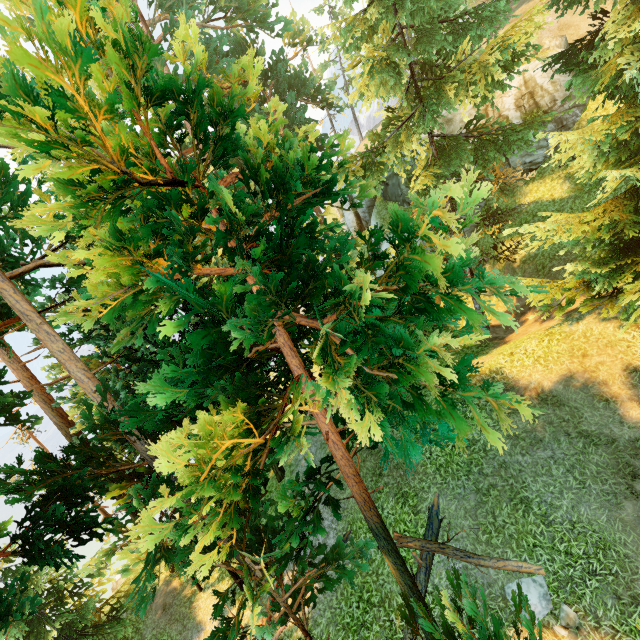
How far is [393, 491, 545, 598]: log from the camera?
8.3m

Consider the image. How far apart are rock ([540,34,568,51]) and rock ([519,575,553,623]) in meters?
28.7 m

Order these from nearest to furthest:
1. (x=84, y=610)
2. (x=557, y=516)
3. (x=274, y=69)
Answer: (x=557, y=516)
(x=84, y=610)
(x=274, y=69)

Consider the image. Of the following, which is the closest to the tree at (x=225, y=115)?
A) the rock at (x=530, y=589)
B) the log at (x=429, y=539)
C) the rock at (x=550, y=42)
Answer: the log at (x=429, y=539)

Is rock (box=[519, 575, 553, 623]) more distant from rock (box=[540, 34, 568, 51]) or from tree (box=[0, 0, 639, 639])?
rock (box=[540, 34, 568, 51])

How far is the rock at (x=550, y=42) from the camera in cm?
2097

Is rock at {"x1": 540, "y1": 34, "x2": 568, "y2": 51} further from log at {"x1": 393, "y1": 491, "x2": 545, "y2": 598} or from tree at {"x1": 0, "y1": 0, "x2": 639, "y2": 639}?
log at {"x1": 393, "y1": 491, "x2": 545, "y2": 598}

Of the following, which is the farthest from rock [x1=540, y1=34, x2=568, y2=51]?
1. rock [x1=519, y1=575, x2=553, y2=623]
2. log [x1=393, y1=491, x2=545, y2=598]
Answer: rock [x1=519, y1=575, x2=553, y2=623]
